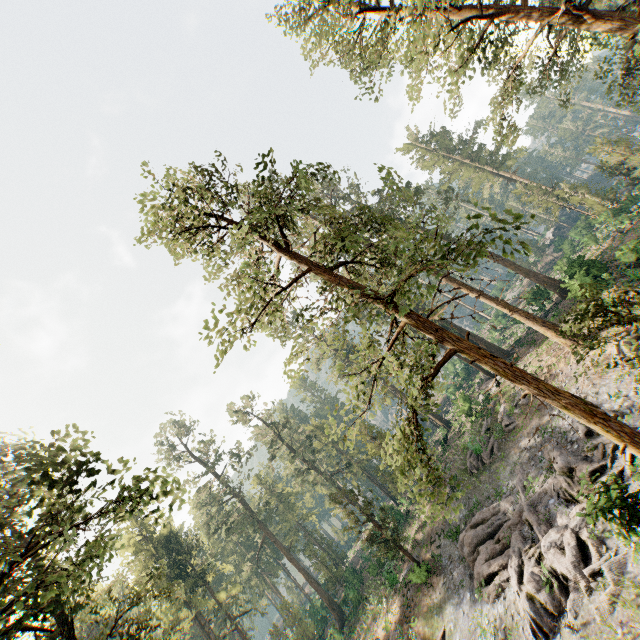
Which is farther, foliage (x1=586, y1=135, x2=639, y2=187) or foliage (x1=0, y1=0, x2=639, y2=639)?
foliage (x1=586, y1=135, x2=639, y2=187)

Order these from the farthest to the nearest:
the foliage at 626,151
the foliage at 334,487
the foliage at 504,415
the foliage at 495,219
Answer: the foliage at 626,151 → the foliage at 504,415 → the foliage at 334,487 → the foliage at 495,219

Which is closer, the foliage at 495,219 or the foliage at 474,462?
the foliage at 495,219

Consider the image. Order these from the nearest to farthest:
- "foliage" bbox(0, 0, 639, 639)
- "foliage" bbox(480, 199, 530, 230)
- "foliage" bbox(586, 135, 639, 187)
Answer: "foliage" bbox(480, 199, 530, 230) < "foliage" bbox(0, 0, 639, 639) < "foliage" bbox(586, 135, 639, 187)

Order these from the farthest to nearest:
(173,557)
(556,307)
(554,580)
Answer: (173,557), (556,307), (554,580)

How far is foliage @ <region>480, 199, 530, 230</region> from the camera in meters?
6.6
